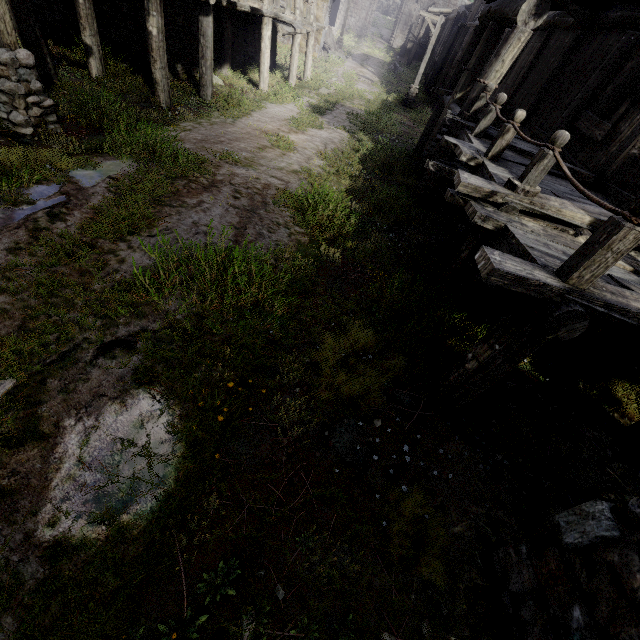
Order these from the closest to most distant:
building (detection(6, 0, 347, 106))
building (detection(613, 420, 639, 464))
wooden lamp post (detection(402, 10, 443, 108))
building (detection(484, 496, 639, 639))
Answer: building (detection(484, 496, 639, 639)), building (detection(613, 420, 639, 464)), building (detection(6, 0, 347, 106)), wooden lamp post (detection(402, 10, 443, 108))

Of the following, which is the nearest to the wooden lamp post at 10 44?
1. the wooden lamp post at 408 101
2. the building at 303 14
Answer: the building at 303 14

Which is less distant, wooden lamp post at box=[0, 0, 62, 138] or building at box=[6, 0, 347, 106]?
wooden lamp post at box=[0, 0, 62, 138]

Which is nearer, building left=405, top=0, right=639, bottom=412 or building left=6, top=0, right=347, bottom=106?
building left=405, top=0, right=639, bottom=412

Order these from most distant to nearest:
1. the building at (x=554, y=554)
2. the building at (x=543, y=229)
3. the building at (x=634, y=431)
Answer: the building at (x=634, y=431)
the building at (x=543, y=229)
the building at (x=554, y=554)

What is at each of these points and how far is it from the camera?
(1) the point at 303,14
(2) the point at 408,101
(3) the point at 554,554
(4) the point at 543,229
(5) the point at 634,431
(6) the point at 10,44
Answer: (1) building, 24.6 meters
(2) wooden lamp post, 22.2 meters
(3) building, 2.2 meters
(4) building, 4.1 meters
(5) building, 3.9 meters
(6) wooden lamp post, 5.3 meters

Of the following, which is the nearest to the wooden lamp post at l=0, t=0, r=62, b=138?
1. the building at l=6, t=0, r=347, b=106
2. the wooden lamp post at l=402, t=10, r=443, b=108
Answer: the building at l=6, t=0, r=347, b=106
